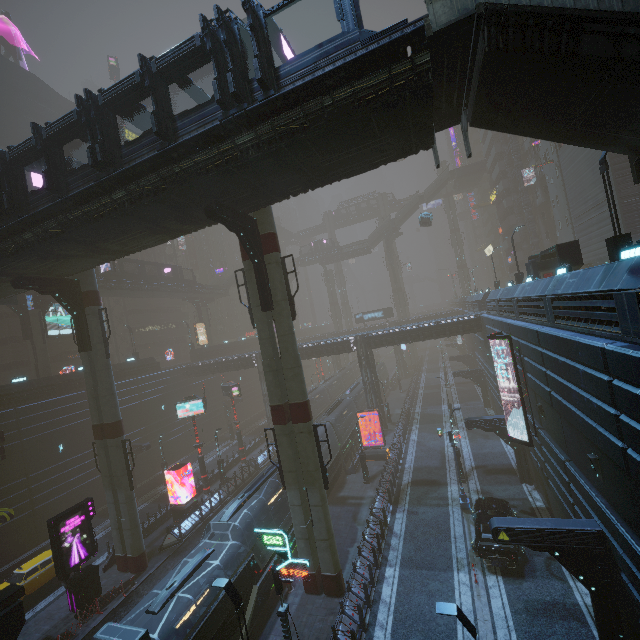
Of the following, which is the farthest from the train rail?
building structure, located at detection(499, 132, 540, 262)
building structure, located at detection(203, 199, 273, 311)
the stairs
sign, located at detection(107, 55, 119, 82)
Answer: sign, located at detection(107, 55, 119, 82)

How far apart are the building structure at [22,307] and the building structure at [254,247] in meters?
30.4 m

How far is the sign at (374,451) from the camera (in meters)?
30.83

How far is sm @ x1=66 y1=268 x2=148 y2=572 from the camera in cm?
2139

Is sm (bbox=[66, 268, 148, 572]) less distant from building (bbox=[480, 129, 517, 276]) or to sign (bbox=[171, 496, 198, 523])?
building (bbox=[480, 129, 517, 276])

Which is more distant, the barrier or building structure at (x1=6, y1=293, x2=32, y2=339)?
building structure at (x1=6, y1=293, x2=32, y2=339)

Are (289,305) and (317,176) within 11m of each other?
yes

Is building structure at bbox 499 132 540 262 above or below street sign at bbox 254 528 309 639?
above
